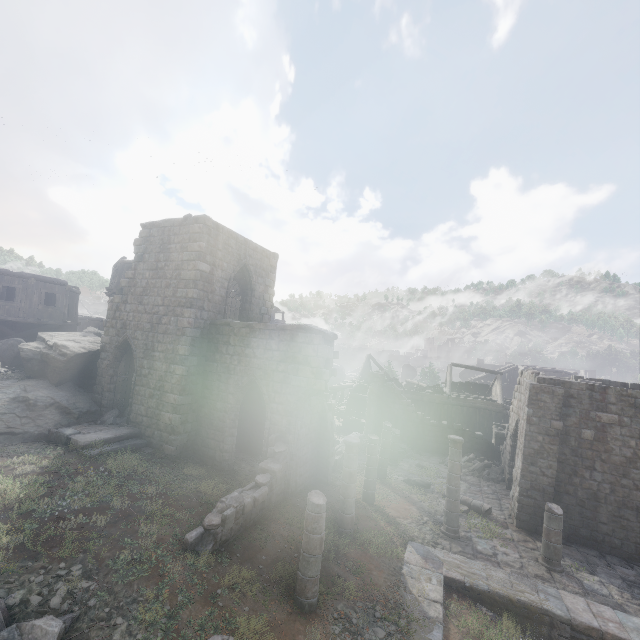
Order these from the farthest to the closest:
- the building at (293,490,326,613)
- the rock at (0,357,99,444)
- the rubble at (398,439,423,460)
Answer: the rubble at (398,439,423,460) → the rock at (0,357,99,444) → the building at (293,490,326,613)

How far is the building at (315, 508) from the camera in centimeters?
794cm

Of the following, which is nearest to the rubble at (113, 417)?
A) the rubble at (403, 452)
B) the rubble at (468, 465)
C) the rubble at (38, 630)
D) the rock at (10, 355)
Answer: the rock at (10, 355)

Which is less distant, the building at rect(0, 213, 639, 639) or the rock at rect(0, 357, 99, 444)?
the building at rect(0, 213, 639, 639)

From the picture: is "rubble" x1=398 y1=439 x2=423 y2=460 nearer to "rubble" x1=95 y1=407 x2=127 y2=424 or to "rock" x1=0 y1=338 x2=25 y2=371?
"rubble" x1=95 y1=407 x2=127 y2=424

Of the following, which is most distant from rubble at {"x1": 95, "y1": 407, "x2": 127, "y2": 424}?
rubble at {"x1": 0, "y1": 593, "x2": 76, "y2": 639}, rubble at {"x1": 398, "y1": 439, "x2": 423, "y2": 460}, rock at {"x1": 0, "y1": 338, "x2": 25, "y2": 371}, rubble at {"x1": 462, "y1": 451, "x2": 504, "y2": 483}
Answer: rubble at {"x1": 462, "y1": 451, "x2": 504, "y2": 483}

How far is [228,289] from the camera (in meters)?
15.61
